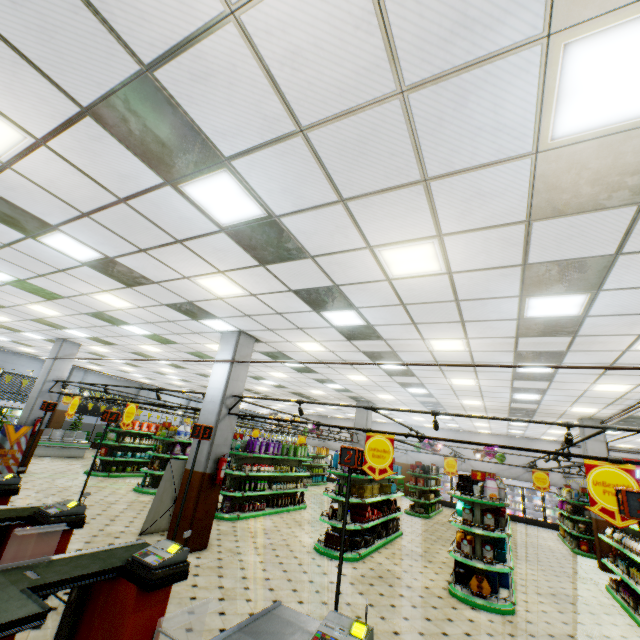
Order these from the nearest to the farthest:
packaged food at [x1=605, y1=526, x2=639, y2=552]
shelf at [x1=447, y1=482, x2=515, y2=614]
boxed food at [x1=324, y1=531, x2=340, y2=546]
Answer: shelf at [x1=447, y1=482, x2=515, y2=614], packaged food at [x1=605, y1=526, x2=639, y2=552], boxed food at [x1=324, y1=531, x2=340, y2=546]

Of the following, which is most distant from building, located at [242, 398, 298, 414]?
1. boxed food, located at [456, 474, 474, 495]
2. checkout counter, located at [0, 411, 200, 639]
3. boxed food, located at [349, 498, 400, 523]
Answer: boxed food, located at [456, 474, 474, 495]

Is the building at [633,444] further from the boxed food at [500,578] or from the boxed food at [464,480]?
the boxed food at [464,480]

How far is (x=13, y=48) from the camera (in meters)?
2.49

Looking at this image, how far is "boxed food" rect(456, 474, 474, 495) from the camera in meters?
7.7

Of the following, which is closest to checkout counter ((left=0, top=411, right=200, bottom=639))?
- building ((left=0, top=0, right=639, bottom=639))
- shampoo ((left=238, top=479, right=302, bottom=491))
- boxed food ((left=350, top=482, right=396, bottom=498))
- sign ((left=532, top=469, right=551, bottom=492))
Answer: building ((left=0, top=0, right=639, bottom=639))

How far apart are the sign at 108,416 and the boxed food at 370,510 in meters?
6.5 m
